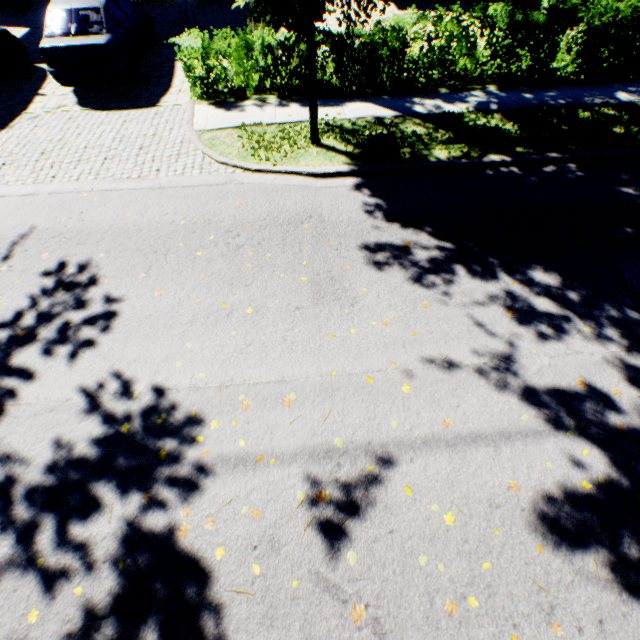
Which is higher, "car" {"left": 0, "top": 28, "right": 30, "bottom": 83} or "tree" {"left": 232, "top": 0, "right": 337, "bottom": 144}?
"tree" {"left": 232, "top": 0, "right": 337, "bottom": 144}

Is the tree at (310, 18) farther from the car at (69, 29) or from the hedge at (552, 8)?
the car at (69, 29)

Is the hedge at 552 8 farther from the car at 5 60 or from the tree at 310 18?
the car at 5 60

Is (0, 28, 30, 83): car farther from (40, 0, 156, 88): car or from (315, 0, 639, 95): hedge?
(315, 0, 639, 95): hedge

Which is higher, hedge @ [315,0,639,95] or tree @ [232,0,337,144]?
tree @ [232,0,337,144]

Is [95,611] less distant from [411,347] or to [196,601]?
[196,601]

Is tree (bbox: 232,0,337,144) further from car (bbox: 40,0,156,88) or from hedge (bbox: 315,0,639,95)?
car (bbox: 40,0,156,88)

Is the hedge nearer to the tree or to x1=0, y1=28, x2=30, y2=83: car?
the tree
